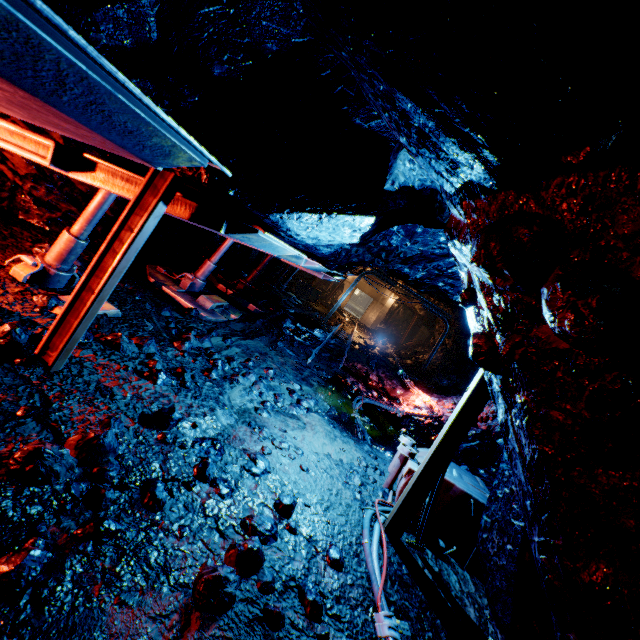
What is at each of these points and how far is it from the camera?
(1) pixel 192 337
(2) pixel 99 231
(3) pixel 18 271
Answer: (1) rock, 5.1 meters
(2) rock, 6.4 meters
(3) metal support, 3.6 meters

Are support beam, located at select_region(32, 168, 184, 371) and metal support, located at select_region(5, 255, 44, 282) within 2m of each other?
yes

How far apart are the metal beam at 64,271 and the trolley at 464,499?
4.9 meters

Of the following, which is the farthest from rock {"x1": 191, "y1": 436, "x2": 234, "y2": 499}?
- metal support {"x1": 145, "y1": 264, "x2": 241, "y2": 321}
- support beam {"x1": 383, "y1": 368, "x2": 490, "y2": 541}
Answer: metal support {"x1": 145, "y1": 264, "x2": 241, "y2": 321}

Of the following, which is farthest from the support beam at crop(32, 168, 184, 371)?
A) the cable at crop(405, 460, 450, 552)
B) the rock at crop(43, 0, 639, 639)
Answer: the cable at crop(405, 460, 450, 552)

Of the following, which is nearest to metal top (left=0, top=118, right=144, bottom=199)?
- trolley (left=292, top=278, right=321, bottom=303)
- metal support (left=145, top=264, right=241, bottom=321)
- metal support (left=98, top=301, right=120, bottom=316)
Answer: metal support (left=98, top=301, right=120, bottom=316)

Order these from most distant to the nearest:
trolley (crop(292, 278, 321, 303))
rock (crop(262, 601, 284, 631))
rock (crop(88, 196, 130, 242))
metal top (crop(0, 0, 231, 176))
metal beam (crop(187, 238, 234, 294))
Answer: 1. trolley (crop(292, 278, 321, 303))
2. metal beam (crop(187, 238, 234, 294))
3. rock (crop(88, 196, 130, 242))
4. rock (crop(262, 601, 284, 631))
5. metal top (crop(0, 0, 231, 176))

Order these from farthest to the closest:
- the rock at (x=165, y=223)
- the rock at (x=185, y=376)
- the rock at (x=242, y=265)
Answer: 1. the rock at (x=242, y=265)
2. the rock at (x=165, y=223)
3. the rock at (x=185, y=376)
